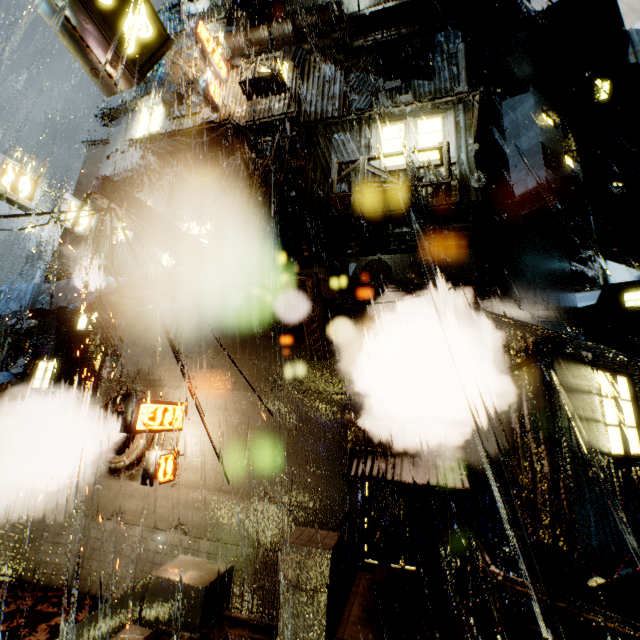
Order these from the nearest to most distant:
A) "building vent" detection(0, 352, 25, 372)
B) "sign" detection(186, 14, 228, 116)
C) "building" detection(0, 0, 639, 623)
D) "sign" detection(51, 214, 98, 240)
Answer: "building" detection(0, 0, 639, 623) < "sign" detection(186, 14, 228, 116) < "sign" detection(51, 214, 98, 240) < "building vent" detection(0, 352, 25, 372)

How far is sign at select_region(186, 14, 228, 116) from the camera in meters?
11.0 m

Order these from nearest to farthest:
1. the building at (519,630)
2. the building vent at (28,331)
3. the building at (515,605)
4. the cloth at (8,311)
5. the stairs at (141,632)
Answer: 1. the stairs at (141,632)
2. the building at (519,630)
3. the building at (515,605)
4. the cloth at (8,311)
5. the building vent at (28,331)

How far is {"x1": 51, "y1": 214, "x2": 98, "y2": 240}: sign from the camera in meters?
13.0

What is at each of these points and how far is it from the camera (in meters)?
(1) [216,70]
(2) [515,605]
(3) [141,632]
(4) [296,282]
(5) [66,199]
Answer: (1) sign, 12.07
(2) building, 6.70
(3) stairs, 5.18
(4) building, 8.22
(5) sign, 12.98

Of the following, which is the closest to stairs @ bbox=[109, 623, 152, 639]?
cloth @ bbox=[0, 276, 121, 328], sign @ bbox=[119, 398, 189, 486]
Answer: sign @ bbox=[119, 398, 189, 486]

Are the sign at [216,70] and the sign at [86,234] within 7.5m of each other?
yes

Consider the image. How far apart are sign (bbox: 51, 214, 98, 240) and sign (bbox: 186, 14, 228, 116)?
6.7m
